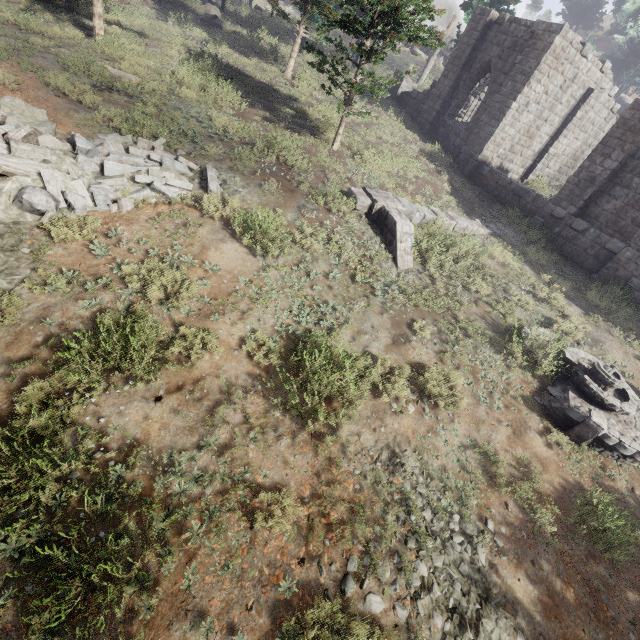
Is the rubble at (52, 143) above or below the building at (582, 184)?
below

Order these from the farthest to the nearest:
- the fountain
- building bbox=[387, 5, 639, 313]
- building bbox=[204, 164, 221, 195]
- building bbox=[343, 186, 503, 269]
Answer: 1. building bbox=[387, 5, 639, 313]
2. building bbox=[343, 186, 503, 269]
3. building bbox=[204, 164, 221, 195]
4. the fountain

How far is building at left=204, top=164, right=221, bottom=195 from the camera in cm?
878

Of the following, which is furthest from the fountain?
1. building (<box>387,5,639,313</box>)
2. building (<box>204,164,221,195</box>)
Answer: building (<box>204,164,221,195</box>)

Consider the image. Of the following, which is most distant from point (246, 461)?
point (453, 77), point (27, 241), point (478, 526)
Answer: point (453, 77)

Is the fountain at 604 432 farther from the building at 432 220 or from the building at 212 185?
the building at 212 185

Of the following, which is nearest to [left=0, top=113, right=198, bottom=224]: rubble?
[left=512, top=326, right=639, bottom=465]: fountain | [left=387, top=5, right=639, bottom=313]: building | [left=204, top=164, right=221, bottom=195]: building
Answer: [left=204, top=164, right=221, bottom=195]: building

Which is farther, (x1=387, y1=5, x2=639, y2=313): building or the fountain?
(x1=387, y1=5, x2=639, y2=313): building
